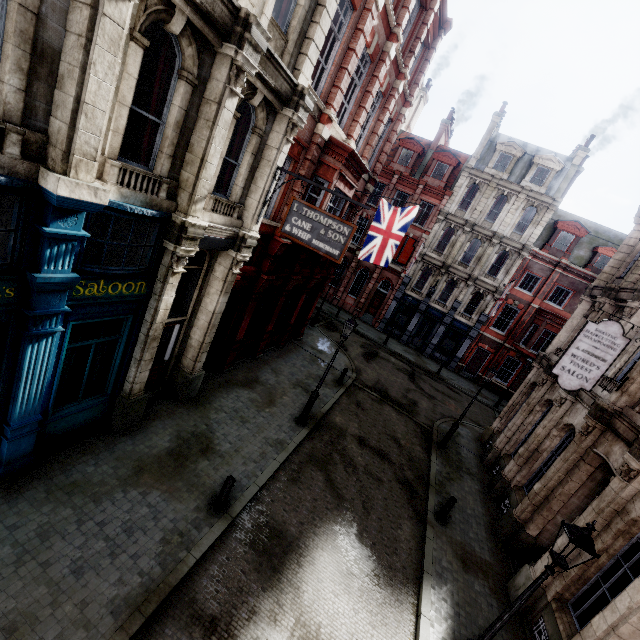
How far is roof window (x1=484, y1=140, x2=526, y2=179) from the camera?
27.08m

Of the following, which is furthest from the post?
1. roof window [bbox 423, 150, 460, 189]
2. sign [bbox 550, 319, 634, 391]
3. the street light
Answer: roof window [bbox 423, 150, 460, 189]

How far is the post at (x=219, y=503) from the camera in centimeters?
773cm

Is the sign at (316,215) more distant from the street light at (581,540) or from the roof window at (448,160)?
the roof window at (448,160)

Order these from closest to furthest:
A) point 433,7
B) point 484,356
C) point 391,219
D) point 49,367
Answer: point 49,367, point 433,7, point 391,219, point 484,356

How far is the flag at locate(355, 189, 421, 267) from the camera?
15.0 meters

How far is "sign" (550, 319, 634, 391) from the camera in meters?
9.8 m

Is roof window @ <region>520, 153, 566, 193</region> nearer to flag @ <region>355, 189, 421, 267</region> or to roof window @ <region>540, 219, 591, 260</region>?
roof window @ <region>540, 219, 591, 260</region>
